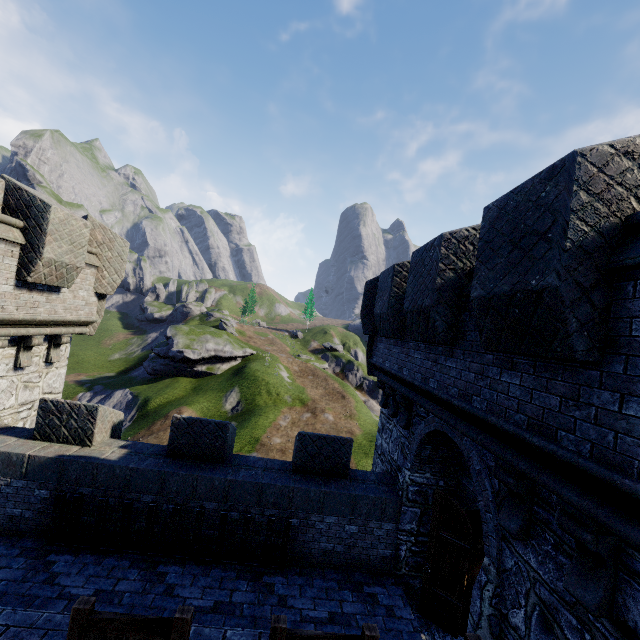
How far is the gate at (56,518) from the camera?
6.5m

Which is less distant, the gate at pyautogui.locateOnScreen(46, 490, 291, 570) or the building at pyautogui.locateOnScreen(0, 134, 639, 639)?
the building at pyautogui.locateOnScreen(0, 134, 639, 639)

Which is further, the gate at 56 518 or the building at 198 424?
the gate at 56 518

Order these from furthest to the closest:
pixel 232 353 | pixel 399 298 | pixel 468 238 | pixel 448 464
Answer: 1. pixel 232 353
2. pixel 399 298
3. pixel 448 464
4. pixel 468 238

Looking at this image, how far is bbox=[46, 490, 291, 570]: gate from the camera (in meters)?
6.54
